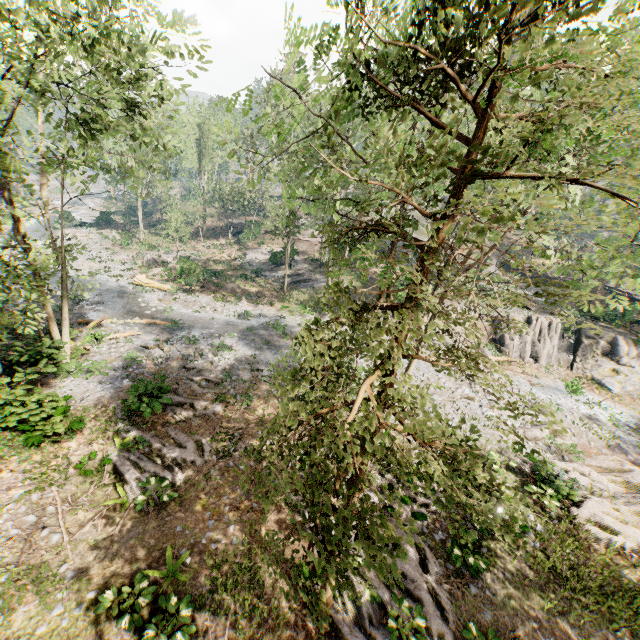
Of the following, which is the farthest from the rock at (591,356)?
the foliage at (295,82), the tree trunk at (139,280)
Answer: the tree trunk at (139,280)

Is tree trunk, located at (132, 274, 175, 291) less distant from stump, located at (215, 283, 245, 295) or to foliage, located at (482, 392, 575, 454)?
stump, located at (215, 283, 245, 295)

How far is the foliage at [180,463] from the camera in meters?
11.8

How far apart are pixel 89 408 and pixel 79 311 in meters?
13.1 m

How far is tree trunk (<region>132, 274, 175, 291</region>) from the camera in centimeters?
3062cm

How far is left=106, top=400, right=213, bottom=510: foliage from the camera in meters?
11.8

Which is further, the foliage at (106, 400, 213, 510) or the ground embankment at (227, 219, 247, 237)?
the ground embankment at (227, 219, 247, 237)

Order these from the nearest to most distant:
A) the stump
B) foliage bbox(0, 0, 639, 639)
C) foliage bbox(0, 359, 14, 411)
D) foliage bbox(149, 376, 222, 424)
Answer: foliage bbox(0, 0, 639, 639), foliage bbox(0, 359, 14, 411), foliage bbox(149, 376, 222, 424), the stump
